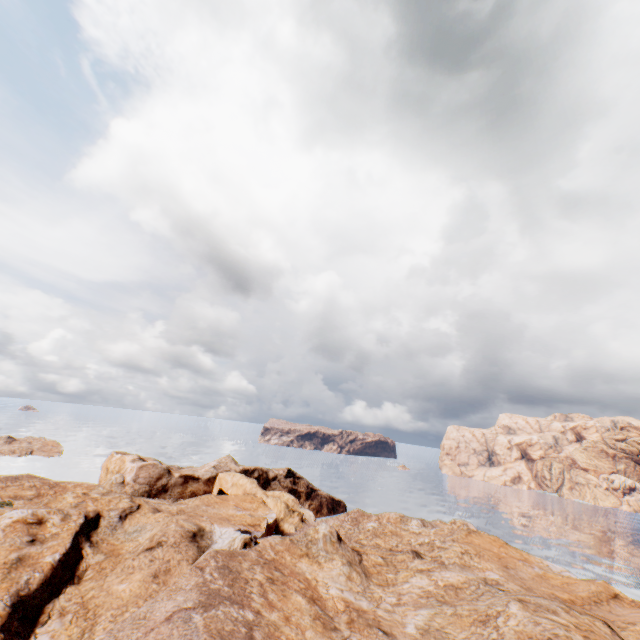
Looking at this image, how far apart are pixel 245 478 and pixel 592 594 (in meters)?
47.79
